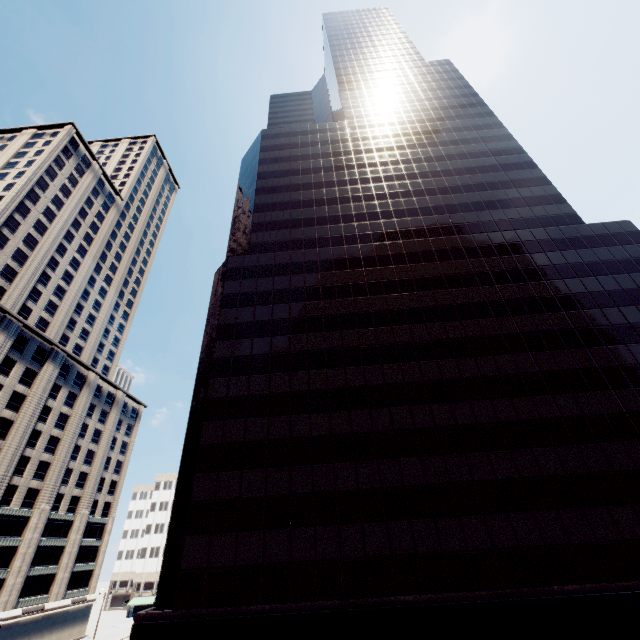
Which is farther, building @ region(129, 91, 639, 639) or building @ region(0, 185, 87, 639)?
building @ region(0, 185, 87, 639)

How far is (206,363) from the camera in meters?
31.5

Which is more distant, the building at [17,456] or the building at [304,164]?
the building at [17,456]
